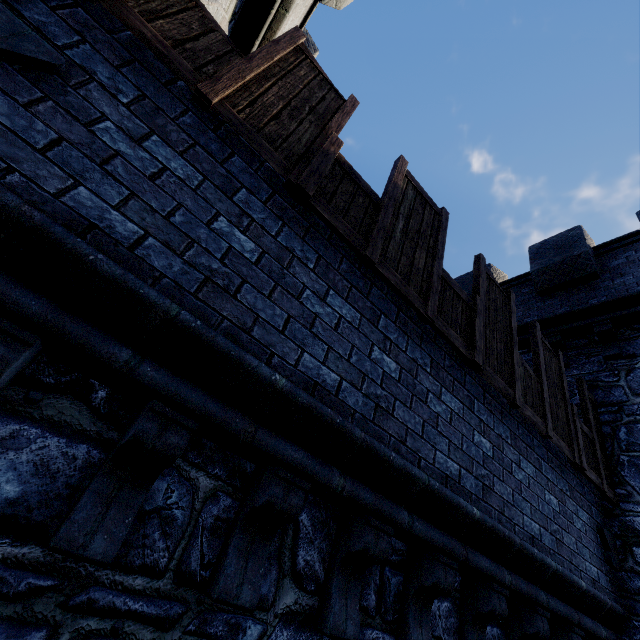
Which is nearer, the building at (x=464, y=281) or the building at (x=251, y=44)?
the building at (x=251, y=44)

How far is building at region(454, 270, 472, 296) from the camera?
10.6 meters

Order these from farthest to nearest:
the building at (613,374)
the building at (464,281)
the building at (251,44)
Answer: the building at (464,281), the building at (251,44), the building at (613,374)

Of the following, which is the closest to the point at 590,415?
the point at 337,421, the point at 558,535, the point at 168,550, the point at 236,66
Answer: the point at 558,535

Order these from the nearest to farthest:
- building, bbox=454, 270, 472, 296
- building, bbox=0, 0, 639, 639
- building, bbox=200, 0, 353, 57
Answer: building, bbox=0, 0, 639, 639 → building, bbox=200, 0, 353, 57 → building, bbox=454, 270, 472, 296

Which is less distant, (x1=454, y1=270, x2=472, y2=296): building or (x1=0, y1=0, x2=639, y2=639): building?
(x1=0, y1=0, x2=639, y2=639): building
